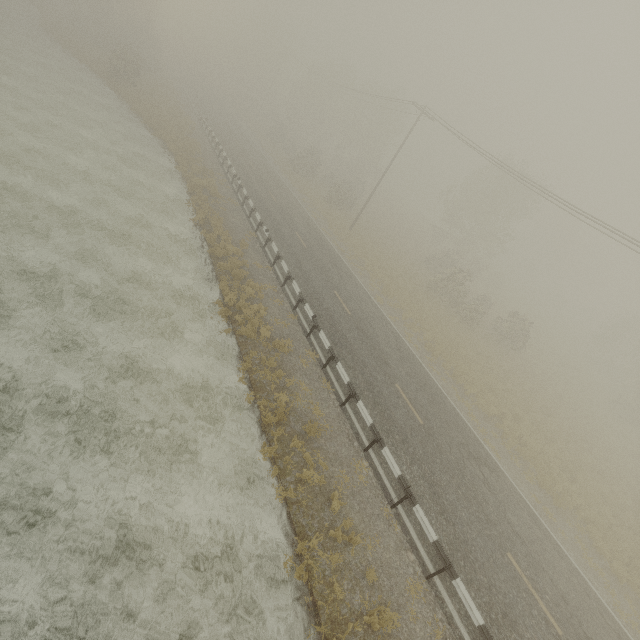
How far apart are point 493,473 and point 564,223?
63.2m
